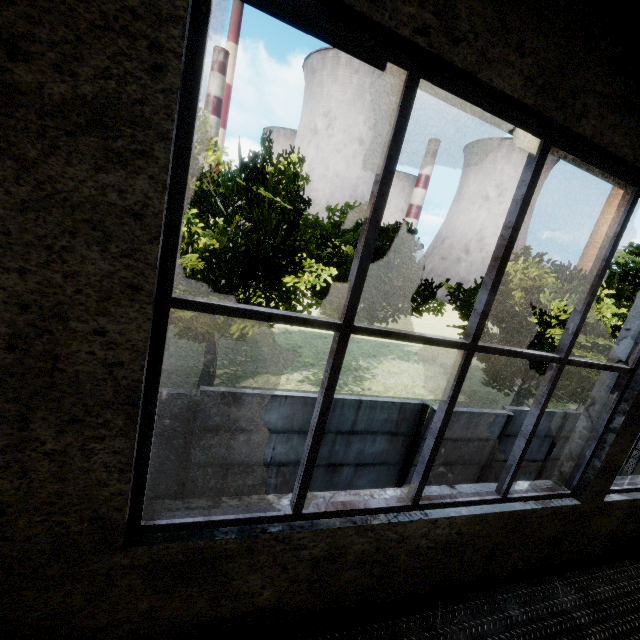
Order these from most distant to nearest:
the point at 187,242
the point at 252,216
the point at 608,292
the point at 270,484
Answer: the point at 187,242, the point at 252,216, the point at 608,292, the point at 270,484

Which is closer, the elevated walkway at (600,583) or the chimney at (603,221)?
the elevated walkway at (600,583)

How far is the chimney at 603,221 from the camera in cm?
5738

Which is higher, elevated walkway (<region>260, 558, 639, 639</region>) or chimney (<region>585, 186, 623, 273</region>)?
chimney (<region>585, 186, 623, 273</region>)

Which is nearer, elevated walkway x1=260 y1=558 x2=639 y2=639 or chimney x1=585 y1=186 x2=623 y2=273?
elevated walkway x1=260 y1=558 x2=639 y2=639

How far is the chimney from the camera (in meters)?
57.38
